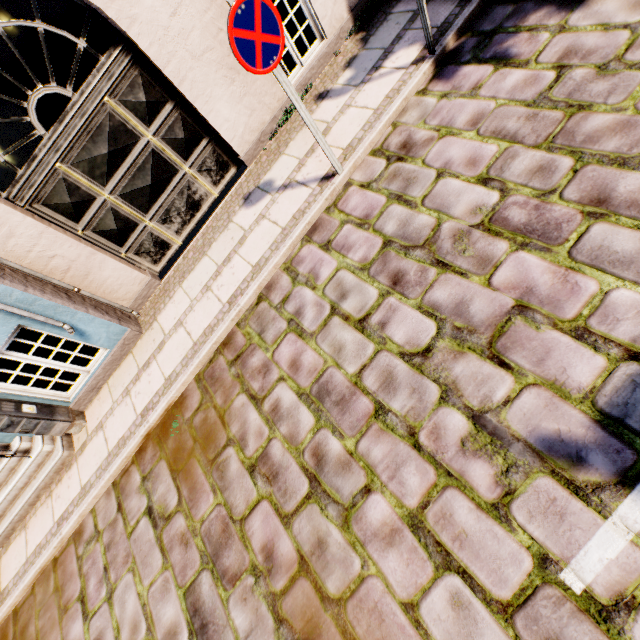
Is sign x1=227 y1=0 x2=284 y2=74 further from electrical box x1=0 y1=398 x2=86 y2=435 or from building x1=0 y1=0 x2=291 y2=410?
electrical box x1=0 y1=398 x2=86 y2=435

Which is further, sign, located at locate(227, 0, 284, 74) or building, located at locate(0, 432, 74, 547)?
building, located at locate(0, 432, 74, 547)

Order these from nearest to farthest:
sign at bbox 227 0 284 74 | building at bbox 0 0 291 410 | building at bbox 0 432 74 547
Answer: sign at bbox 227 0 284 74 < building at bbox 0 0 291 410 < building at bbox 0 432 74 547

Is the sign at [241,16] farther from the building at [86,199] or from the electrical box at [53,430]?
the electrical box at [53,430]

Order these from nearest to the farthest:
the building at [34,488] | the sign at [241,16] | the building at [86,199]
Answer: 1. the sign at [241,16]
2. the building at [86,199]
3. the building at [34,488]

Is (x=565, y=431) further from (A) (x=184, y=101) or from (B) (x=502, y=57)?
(A) (x=184, y=101)

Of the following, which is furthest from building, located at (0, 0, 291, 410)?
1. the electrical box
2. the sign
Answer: the sign
